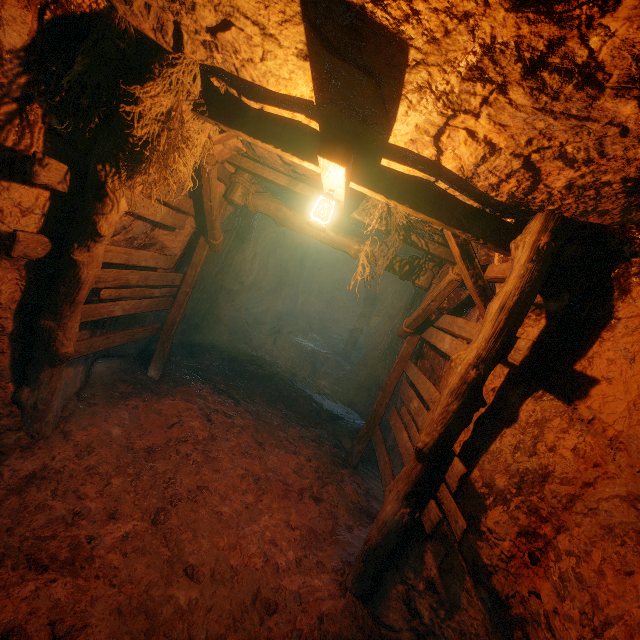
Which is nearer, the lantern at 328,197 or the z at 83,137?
the z at 83,137

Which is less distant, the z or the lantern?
the z

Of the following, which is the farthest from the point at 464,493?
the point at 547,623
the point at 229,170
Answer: the point at 229,170

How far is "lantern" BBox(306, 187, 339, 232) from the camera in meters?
3.5

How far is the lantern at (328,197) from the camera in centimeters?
346cm
